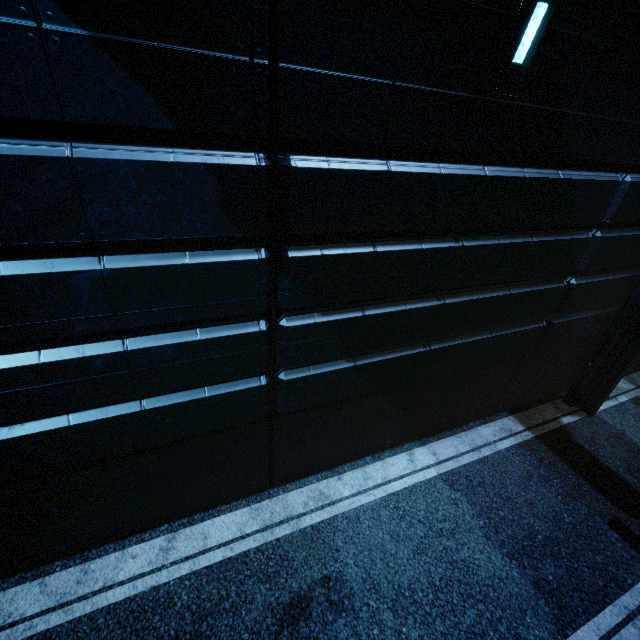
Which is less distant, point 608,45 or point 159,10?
point 159,10
